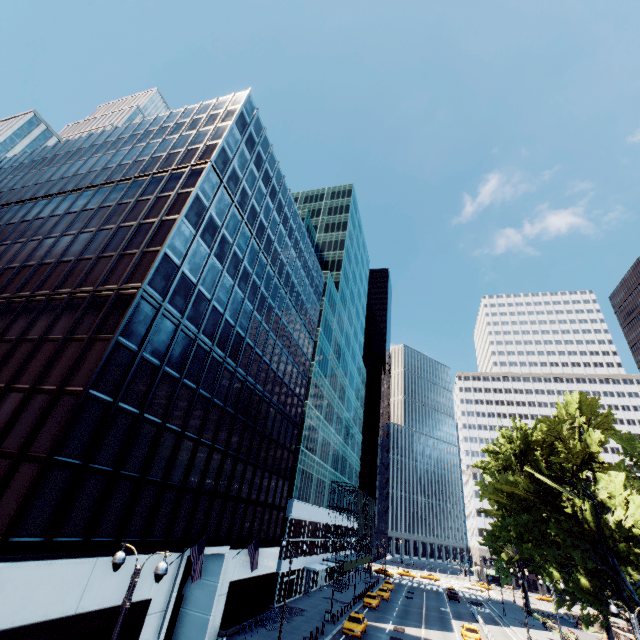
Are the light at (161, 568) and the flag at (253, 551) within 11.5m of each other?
no

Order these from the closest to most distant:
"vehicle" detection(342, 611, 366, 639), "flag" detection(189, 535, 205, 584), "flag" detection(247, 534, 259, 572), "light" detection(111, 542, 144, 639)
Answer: "light" detection(111, 542, 144, 639) < "flag" detection(189, 535, 205, 584) < "flag" detection(247, 534, 259, 572) < "vehicle" detection(342, 611, 366, 639)

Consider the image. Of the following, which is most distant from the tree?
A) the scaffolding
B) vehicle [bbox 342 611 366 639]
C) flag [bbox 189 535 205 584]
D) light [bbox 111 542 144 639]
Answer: flag [bbox 189 535 205 584]

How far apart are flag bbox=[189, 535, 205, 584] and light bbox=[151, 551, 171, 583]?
10.61m

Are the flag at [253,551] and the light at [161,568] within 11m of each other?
no

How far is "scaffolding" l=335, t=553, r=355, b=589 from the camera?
51.97m

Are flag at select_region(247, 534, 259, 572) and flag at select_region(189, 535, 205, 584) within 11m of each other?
yes

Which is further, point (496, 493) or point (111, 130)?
point (496, 493)
